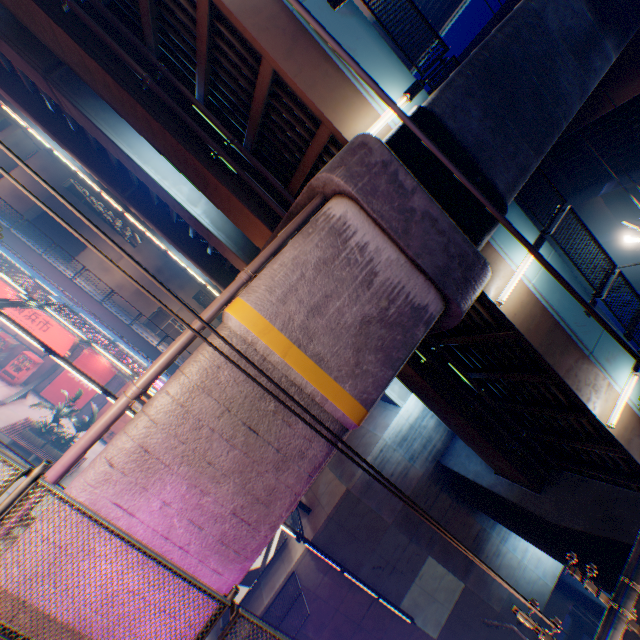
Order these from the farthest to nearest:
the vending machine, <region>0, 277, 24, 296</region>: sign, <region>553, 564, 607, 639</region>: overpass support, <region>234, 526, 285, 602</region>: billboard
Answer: <region>0, 277, 24, 296</region>: sign → the vending machine → <region>553, 564, 607, 639</region>: overpass support → <region>234, 526, 285, 602</region>: billboard

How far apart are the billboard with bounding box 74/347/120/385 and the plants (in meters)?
5.30

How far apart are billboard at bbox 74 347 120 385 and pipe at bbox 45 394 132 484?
20.9 meters

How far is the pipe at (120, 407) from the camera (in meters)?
4.81

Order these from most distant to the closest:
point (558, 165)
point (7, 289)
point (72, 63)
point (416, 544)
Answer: point (7, 289) → point (558, 165) → point (416, 544) → point (72, 63)

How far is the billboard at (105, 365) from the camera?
22.64m

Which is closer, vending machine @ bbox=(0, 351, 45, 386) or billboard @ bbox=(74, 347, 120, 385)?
vending machine @ bbox=(0, 351, 45, 386)

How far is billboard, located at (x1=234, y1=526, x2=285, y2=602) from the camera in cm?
1465
